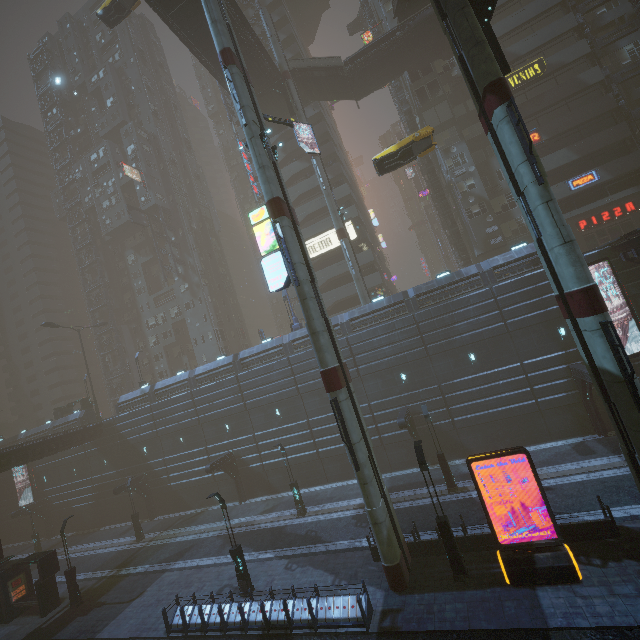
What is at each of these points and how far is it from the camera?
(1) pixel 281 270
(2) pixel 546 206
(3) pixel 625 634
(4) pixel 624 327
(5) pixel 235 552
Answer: (1) sign, 16.86m
(2) sm, 12.40m
(3) train rail, 9.88m
(4) building, 21.69m
(5) street light, 17.28m

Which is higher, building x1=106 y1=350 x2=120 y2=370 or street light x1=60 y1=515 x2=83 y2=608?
building x1=106 y1=350 x2=120 y2=370

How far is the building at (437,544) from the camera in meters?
15.5 m

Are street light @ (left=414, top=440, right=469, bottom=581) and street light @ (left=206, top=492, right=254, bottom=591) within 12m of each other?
yes

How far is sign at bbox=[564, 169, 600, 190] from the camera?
29.8m

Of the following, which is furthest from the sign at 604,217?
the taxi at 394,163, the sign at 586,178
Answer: the taxi at 394,163

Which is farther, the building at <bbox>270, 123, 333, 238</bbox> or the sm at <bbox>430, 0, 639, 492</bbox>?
the building at <bbox>270, 123, 333, 238</bbox>

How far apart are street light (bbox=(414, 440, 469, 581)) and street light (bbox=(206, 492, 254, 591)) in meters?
10.6 m
